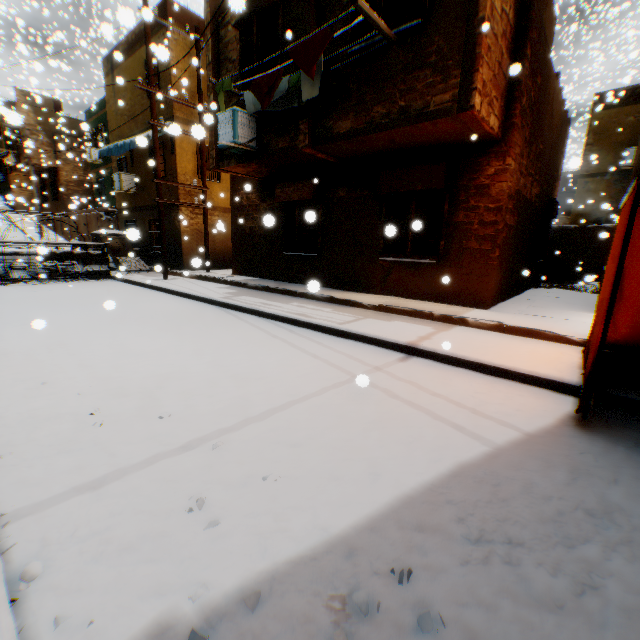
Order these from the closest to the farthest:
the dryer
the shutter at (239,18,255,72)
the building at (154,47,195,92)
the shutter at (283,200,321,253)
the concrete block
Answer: the dryer → the shutter at (239,18,255,72) → the shutter at (283,200,321,253) → the building at (154,47,195,92) → the concrete block

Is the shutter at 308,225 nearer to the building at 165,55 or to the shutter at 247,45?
the building at 165,55

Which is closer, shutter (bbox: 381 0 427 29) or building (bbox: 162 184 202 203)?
shutter (bbox: 381 0 427 29)

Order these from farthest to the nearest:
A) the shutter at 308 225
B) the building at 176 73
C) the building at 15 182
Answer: the building at 15 182
the building at 176 73
the shutter at 308 225

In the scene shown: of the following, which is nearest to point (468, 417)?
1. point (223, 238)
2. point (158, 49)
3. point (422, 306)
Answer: point (422, 306)

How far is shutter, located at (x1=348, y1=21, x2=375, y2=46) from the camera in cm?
598

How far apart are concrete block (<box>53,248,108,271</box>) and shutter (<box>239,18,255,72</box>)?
10.20m

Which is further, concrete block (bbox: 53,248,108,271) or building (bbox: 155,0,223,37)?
concrete block (bbox: 53,248,108,271)
